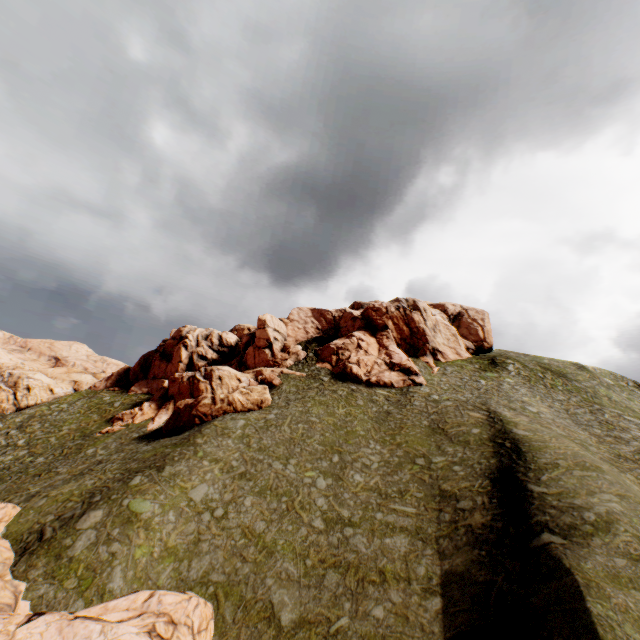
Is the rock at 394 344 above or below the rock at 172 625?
above

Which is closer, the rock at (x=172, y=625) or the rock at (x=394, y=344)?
the rock at (x=172, y=625)

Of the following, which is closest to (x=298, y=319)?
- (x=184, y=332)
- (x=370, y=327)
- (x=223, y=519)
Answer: (x=370, y=327)

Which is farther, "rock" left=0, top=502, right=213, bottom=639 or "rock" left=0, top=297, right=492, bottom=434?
"rock" left=0, top=297, right=492, bottom=434

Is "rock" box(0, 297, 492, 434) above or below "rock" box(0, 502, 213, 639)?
above
